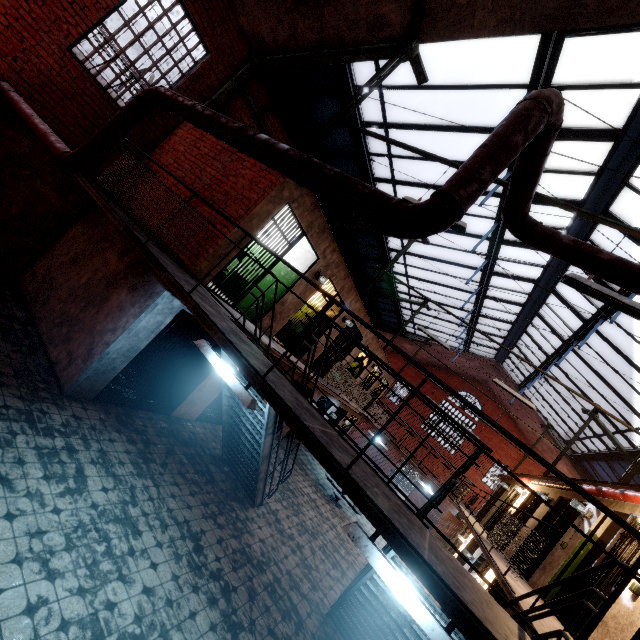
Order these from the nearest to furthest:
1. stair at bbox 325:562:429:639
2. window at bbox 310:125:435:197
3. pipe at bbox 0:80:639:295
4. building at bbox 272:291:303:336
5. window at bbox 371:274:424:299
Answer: pipe at bbox 0:80:639:295
stair at bbox 325:562:429:639
building at bbox 272:291:303:336
window at bbox 310:125:435:197
window at bbox 371:274:424:299

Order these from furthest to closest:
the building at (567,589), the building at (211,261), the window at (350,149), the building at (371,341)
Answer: the building at (371,341) → the window at (350,149) → the building at (567,589) → the building at (211,261)

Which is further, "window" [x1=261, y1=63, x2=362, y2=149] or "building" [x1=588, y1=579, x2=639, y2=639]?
"window" [x1=261, y1=63, x2=362, y2=149]

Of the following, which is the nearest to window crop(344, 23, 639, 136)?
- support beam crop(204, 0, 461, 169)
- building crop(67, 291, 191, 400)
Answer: support beam crop(204, 0, 461, 169)

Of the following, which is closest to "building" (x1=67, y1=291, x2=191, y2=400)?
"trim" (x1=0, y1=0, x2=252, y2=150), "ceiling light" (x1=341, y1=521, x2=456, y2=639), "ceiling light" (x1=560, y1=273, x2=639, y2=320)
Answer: "trim" (x1=0, y1=0, x2=252, y2=150)

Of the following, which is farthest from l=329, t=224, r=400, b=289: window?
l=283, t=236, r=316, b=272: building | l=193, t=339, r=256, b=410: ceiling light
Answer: l=193, t=339, r=256, b=410: ceiling light

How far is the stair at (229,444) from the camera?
5.5 meters

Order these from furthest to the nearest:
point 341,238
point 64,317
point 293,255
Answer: point 341,238 → point 293,255 → point 64,317
